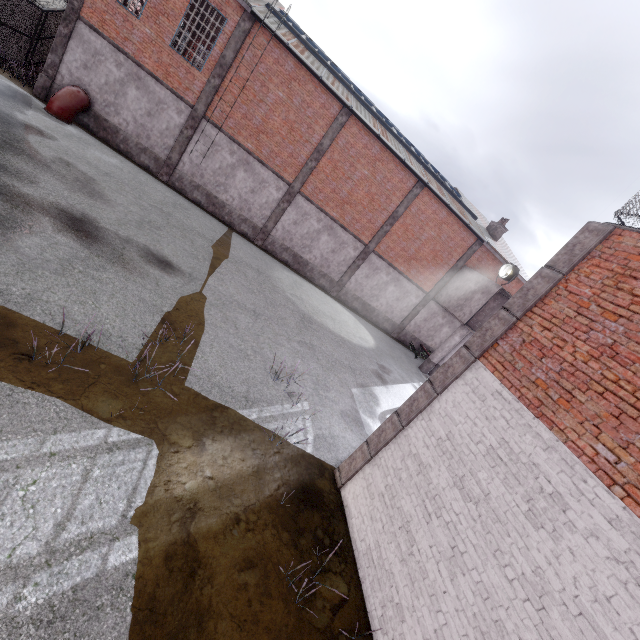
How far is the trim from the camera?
5.4m

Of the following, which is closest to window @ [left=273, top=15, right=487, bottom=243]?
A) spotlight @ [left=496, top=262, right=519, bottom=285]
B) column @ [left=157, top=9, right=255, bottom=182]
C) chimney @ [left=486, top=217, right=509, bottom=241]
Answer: column @ [left=157, top=9, right=255, bottom=182]

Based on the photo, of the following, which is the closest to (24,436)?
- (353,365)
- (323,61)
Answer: (353,365)

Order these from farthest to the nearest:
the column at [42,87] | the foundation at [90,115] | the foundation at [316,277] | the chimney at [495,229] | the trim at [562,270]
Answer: the chimney at [495,229], the foundation at [316,277], the foundation at [90,115], the column at [42,87], the trim at [562,270]

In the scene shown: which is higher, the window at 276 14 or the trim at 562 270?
the window at 276 14

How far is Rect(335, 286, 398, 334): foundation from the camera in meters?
22.1

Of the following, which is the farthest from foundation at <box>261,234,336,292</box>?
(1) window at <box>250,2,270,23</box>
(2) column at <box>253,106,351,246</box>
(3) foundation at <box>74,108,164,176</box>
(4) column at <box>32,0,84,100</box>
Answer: (4) column at <box>32,0,84,100</box>

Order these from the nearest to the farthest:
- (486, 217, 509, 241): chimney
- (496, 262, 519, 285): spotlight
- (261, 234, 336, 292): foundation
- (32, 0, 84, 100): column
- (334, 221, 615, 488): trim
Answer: (334, 221, 615, 488): trim
(32, 0, 84, 100): column
(496, 262, 519, 285): spotlight
(261, 234, 336, 292): foundation
(486, 217, 509, 241): chimney
